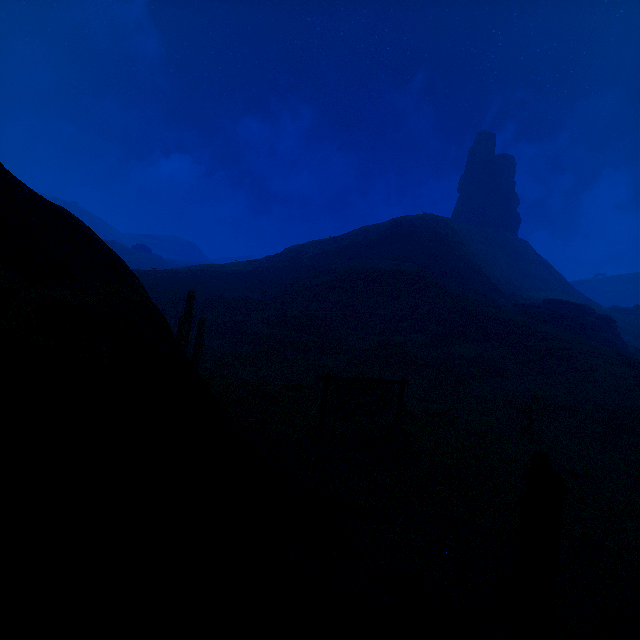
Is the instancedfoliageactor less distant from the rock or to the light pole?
the light pole

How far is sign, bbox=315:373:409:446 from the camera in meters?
9.8 m

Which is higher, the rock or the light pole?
the rock

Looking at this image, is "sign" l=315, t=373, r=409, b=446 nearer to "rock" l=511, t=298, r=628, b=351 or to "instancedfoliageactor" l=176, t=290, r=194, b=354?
"instancedfoliageactor" l=176, t=290, r=194, b=354

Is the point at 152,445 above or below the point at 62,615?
above

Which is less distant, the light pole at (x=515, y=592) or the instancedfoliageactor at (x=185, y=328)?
the light pole at (x=515, y=592)

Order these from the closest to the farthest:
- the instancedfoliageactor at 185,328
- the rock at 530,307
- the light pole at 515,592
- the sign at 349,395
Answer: the light pole at 515,592, the sign at 349,395, the instancedfoliageactor at 185,328, the rock at 530,307

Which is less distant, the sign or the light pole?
the light pole
